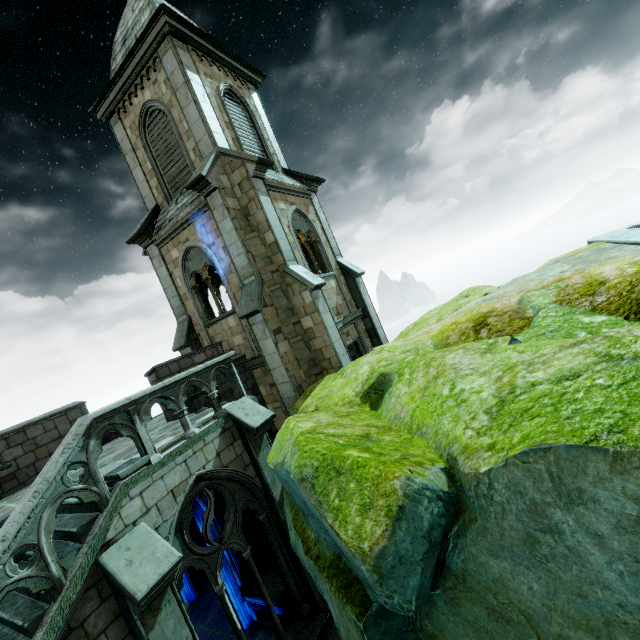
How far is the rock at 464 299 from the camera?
13.96m

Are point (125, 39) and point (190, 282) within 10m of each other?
no

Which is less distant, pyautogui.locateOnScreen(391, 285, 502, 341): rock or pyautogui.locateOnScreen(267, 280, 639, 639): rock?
pyautogui.locateOnScreen(267, 280, 639, 639): rock

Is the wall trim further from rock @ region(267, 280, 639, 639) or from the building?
the building

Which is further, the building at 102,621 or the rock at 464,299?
the rock at 464,299

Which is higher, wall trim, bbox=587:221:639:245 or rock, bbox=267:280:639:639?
wall trim, bbox=587:221:639:245

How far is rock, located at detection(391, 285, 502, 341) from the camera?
14.0m
